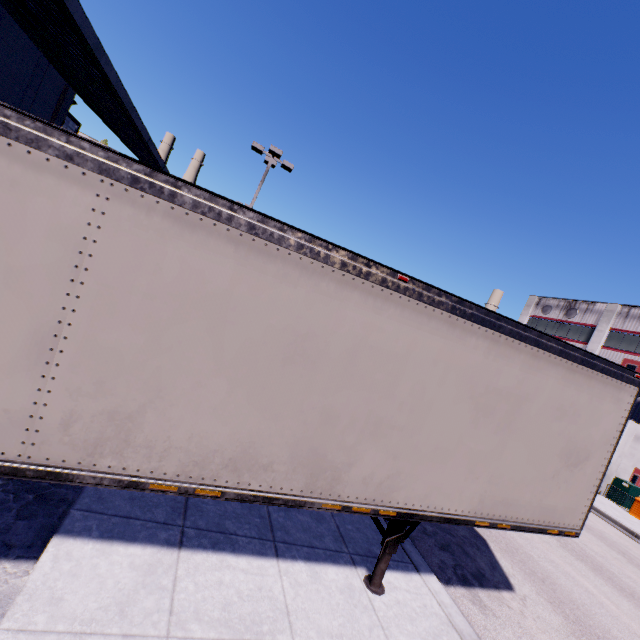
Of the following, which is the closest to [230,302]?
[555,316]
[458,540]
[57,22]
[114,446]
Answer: [114,446]

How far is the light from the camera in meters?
16.5 m

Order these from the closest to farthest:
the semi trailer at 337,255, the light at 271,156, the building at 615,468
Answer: the semi trailer at 337,255 < the light at 271,156 < the building at 615,468

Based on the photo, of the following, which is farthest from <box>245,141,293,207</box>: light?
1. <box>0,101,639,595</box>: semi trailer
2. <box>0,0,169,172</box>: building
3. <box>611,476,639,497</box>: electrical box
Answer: <box>611,476,639,497</box>: electrical box

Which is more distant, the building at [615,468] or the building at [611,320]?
the building at [611,320]

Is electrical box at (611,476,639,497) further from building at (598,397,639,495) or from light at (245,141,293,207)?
light at (245,141,293,207)

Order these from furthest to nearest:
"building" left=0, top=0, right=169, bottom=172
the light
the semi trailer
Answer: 1. the light
2. "building" left=0, top=0, right=169, bottom=172
3. the semi trailer
